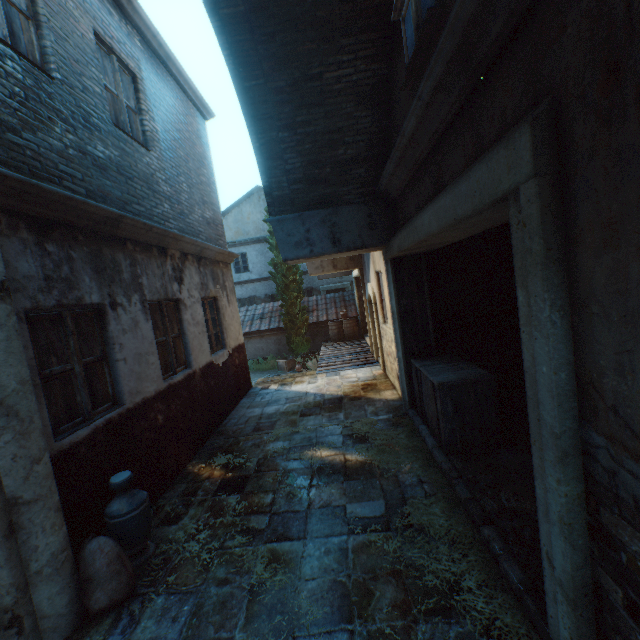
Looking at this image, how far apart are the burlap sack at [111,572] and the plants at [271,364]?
12.31m

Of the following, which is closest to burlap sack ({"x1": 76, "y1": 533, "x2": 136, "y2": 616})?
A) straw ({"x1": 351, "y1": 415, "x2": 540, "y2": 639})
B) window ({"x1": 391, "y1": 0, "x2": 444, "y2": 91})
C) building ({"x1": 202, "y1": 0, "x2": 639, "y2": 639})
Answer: straw ({"x1": 351, "y1": 415, "x2": 540, "y2": 639})

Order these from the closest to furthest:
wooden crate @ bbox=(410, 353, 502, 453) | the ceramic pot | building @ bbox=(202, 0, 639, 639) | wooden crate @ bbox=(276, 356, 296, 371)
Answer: building @ bbox=(202, 0, 639, 639) → the ceramic pot → wooden crate @ bbox=(410, 353, 502, 453) → wooden crate @ bbox=(276, 356, 296, 371)

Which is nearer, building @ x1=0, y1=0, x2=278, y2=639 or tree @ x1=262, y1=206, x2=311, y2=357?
building @ x1=0, y1=0, x2=278, y2=639

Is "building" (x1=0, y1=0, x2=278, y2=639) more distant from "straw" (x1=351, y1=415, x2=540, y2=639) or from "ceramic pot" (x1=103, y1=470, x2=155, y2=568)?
"straw" (x1=351, y1=415, x2=540, y2=639)

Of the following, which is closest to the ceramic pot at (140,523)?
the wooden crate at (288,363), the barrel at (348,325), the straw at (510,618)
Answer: the straw at (510,618)

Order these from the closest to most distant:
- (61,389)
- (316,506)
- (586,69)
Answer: (586,69), (61,389), (316,506)

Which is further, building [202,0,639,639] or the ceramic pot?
the ceramic pot
